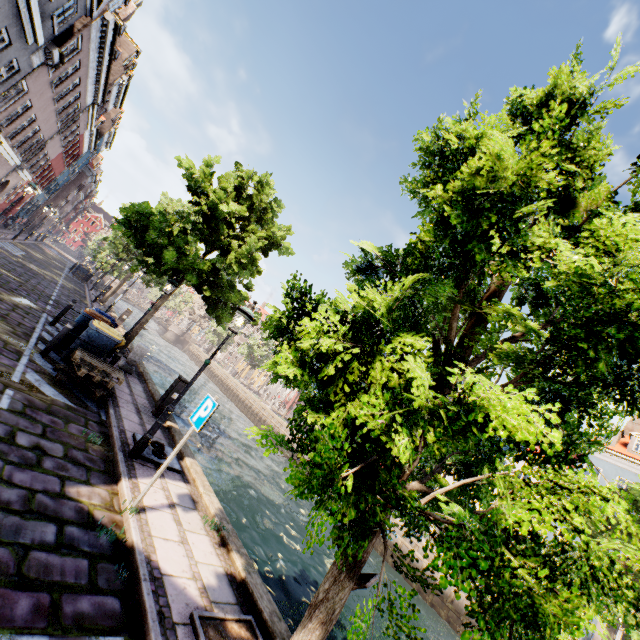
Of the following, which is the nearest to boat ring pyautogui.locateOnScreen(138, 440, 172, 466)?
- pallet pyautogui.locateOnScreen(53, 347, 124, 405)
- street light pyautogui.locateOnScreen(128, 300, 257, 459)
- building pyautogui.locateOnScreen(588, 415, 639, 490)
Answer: street light pyautogui.locateOnScreen(128, 300, 257, 459)

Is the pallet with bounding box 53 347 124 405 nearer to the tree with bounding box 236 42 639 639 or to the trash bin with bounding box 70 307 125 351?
the trash bin with bounding box 70 307 125 351

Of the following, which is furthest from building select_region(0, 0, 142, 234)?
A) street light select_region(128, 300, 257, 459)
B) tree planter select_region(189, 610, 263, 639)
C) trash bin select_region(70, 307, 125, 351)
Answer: tree planter select_region(189, 610, 263, 639)

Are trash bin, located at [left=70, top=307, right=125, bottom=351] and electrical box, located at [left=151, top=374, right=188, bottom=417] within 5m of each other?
yes

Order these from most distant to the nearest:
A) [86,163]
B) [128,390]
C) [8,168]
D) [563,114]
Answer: [86,163], [8,168], [128,390], [563,114]

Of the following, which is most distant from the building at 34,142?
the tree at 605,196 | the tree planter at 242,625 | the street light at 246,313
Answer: the tree planter at 242,625

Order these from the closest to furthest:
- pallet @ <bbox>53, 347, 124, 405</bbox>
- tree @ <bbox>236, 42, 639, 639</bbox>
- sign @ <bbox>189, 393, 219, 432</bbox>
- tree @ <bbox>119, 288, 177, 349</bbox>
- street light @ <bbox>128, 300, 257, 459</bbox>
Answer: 1. tree @ <bbox>236, 42, 639, 639</bbox>
2. sign @ <bbox>189, 393, 219, 432</bbox>
3. street light @ <bbox>128, 300, 257, 459</bbox>
4. pallet @ <bbox>53, 347, 124, 405</bbox>
5. tree @ <bbox>119, 288, 177, 349</bbox>

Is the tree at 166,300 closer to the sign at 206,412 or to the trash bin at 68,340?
the sign at 206,412
